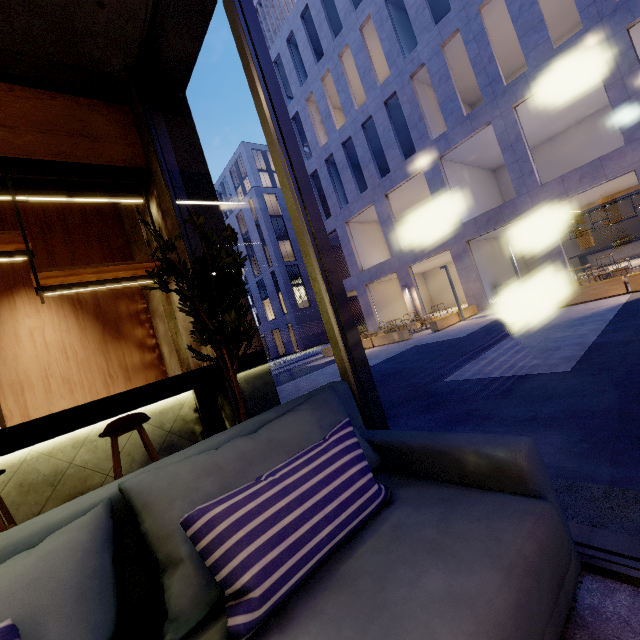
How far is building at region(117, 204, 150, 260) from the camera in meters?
4.8

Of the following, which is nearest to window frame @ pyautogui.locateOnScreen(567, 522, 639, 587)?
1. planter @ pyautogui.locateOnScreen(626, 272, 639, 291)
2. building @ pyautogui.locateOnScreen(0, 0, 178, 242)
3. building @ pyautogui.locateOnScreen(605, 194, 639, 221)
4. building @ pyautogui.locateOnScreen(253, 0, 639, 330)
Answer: building @ pyautogui.locateOnScreen(0, 0, 178, 242)

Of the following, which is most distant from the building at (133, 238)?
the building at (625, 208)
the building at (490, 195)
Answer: the building at (625, 208)

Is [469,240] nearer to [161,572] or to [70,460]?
[70,460]

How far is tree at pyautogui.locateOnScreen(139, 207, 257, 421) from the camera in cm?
196

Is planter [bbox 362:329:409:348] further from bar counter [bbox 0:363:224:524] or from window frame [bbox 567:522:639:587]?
window frame [bbox 567:522:639:587]

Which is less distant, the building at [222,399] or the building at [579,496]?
the building at [579,496]

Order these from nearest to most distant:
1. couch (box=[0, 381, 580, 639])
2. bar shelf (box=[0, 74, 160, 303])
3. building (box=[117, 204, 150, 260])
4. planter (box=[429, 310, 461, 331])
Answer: couch (box=[0, 381, 580, 639])
bar shelf (box=[0, 74, 160, 303])
building (box=[117, 204, 150, 260])
planter (box=[429, 310, 461, 331])
